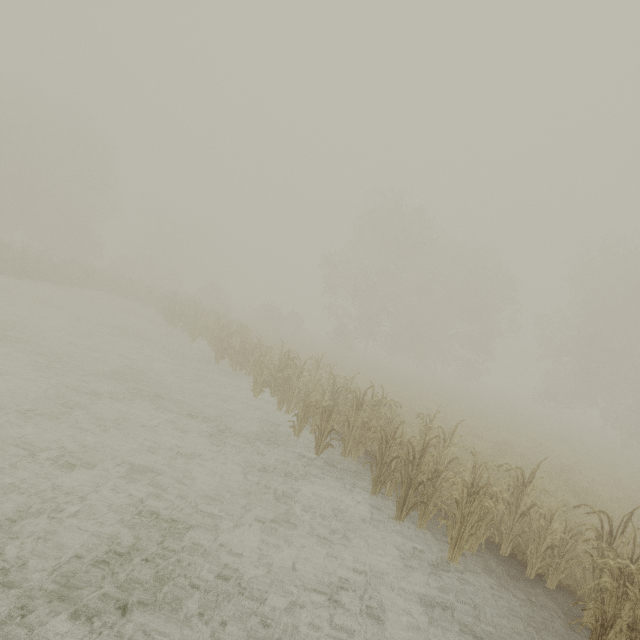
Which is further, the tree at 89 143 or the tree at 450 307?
the tree at 450 307

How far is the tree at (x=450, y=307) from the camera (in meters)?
30.69

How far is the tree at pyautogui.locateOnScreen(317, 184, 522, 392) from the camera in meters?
30.7 m

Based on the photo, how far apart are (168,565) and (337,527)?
2.9 meters

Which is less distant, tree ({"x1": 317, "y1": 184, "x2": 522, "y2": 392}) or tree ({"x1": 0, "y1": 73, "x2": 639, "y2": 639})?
tree ({"x1": 0, "y1": 73, "x2": 639, "y2": 639})
